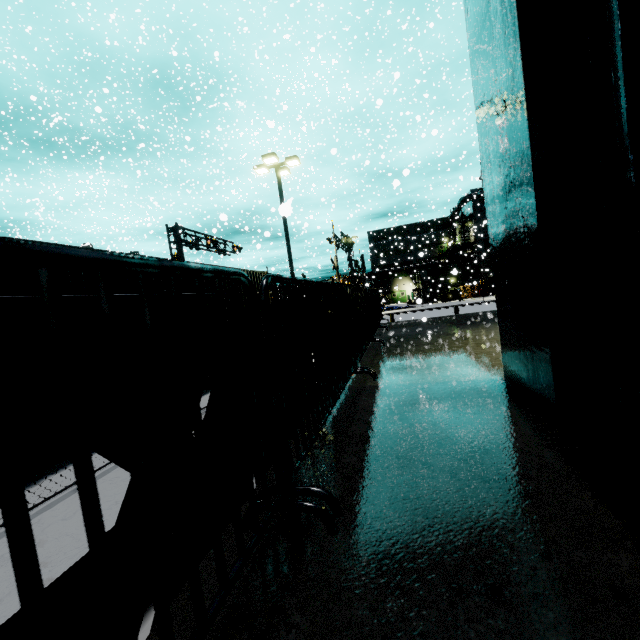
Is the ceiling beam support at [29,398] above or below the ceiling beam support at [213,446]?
above

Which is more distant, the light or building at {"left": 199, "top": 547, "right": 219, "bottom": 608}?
the light

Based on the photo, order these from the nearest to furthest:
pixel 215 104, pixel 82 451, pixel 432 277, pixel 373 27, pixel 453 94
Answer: pixel 82 451
pixel 215 104
pixel 453 94
pixel 373 27
pixel 432 277

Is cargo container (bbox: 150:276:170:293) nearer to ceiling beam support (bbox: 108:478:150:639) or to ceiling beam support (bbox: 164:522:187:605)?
ceiling beam support (bbox: 108:478:150:639)

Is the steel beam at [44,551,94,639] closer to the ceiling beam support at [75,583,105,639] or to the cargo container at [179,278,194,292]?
the ceiling beam support at [75,583,105,639]

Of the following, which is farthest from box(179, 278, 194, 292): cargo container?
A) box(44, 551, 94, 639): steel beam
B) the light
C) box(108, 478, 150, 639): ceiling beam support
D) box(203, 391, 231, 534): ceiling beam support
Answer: box(203, 391, 231, 534): ceiling beam support

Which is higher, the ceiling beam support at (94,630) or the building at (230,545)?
the building at (230,545)

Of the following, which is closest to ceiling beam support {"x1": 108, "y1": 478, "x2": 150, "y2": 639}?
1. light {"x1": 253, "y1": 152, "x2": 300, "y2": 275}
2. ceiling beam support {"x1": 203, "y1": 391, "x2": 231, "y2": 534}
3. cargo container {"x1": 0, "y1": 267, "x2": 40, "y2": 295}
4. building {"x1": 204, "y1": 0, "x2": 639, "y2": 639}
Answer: ceiling beam support {"x1": 203, "y1": 391, "x2": 231, "y2": 534}
